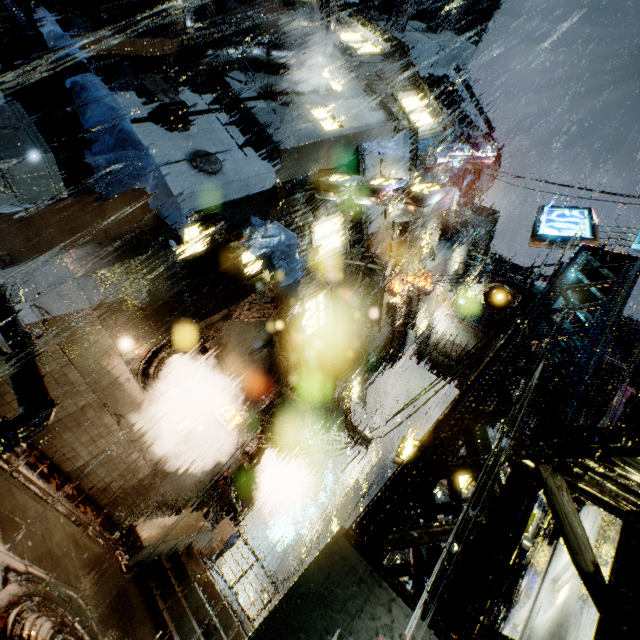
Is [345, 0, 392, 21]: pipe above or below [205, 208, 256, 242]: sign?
above

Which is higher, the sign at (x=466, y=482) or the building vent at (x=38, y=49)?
the sign at (x=466, y=482)

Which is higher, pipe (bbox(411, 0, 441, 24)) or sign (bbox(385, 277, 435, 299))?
pipe (bbox(411, 0, 441, 24))

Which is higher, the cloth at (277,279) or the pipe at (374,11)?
the pipe at (374,11)

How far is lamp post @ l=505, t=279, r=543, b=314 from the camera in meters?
5.4 m

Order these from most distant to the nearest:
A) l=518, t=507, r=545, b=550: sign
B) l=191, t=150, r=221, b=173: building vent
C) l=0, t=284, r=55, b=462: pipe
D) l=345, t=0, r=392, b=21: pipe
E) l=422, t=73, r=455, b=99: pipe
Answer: l=422, t=73, r=455, b=99: pipe
l=345, t=0, r=392, b=21: pipe
l=518, t=507, r=545, b=550: sign
l=191, t=150, r=221, b=173: building vent
l=0, t=284, r=55, b=462: pipe

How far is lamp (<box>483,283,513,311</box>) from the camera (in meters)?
5.57

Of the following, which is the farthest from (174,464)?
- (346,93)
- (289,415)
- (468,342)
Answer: (468,342)
